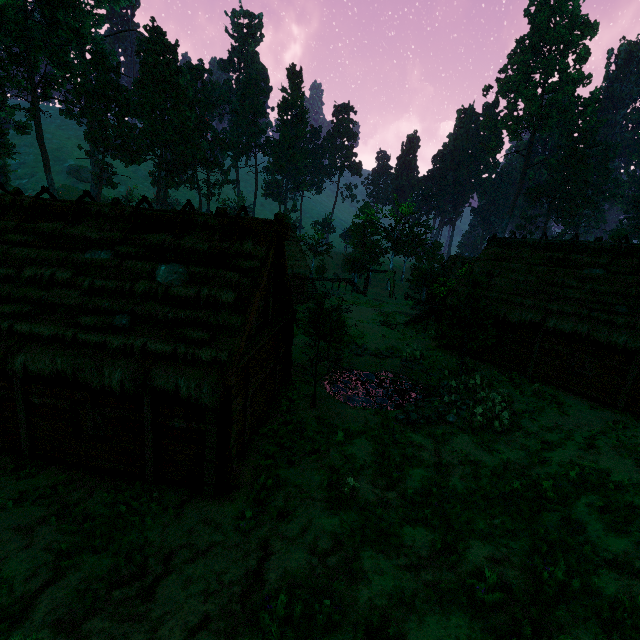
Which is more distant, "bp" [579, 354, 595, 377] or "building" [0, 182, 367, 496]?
"bp" [579, 354, 595, 377]

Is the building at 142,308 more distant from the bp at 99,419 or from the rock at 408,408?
the rock at 408,408

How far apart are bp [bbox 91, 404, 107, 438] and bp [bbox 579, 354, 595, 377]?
20.4m

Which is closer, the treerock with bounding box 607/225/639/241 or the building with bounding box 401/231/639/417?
the building with bounding box 401/231/639/417

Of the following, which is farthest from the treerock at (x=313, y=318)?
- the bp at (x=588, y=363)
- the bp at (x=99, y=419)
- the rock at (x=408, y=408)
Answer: the bp at (x=99, y=419)

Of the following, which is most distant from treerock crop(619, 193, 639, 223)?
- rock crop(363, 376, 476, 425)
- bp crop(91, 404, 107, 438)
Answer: bp crop(91, 404, 107, 438)

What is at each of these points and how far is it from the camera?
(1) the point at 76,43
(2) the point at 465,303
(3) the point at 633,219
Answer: (1) treerock, 36.5m
(2) treerock, 18.4m
(3) treerock, 58.4m

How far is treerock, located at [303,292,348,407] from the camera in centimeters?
1413cm
